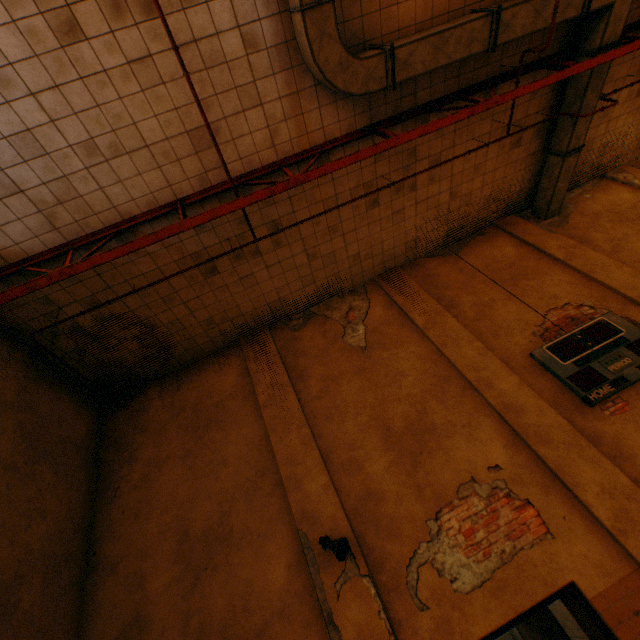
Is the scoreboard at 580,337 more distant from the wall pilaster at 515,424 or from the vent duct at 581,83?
the vent duct at 581,83

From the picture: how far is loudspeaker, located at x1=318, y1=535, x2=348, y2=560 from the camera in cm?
457

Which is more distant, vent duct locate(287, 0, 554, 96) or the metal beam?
the metal beam

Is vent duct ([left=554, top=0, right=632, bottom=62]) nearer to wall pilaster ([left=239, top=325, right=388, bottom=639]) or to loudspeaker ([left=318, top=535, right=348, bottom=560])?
wall pilaster ([left=239, top=325, right=388, bottom=639])

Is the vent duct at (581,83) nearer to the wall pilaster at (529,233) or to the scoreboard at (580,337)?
the wall pilaster at (529,233)

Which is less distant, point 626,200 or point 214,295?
point 214,295

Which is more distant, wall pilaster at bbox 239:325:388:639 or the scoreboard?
the scoreboard

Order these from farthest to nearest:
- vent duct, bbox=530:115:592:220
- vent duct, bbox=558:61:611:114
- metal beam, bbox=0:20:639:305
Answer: vent duct, bbox=530:115:592:220 → vent duct, bbox=558:61:611:114 → metal beam, bbox=0:20:639:305
